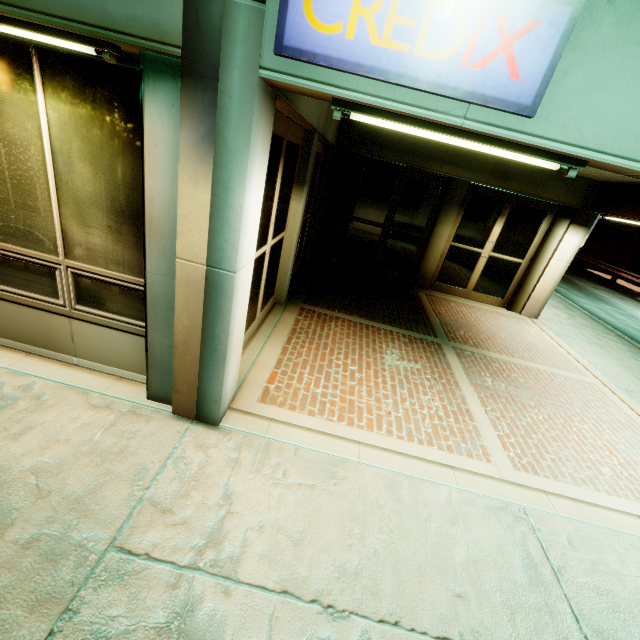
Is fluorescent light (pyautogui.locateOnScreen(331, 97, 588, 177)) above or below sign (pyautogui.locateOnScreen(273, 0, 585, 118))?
below

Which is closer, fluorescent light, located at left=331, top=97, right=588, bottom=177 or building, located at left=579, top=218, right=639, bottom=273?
fluorescent light, located at left=331, top=97, right=588, bottom=177

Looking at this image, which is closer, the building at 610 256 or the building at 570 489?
the building at 570 489

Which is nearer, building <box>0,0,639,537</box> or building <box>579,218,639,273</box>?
building <box>0,0,639,537</box>

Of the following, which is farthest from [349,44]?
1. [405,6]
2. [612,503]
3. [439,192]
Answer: [439,192]

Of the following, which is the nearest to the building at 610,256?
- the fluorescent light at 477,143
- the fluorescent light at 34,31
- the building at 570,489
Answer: the building at 570,489

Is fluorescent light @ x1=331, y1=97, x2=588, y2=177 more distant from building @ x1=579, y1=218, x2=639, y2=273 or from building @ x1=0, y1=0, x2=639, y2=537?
building @ x1=579, y1=218, x2=639, y2=273

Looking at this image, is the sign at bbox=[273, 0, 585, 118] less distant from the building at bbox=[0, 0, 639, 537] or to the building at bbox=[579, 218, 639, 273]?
the building at bbox=[0, 0, 639, 537]
